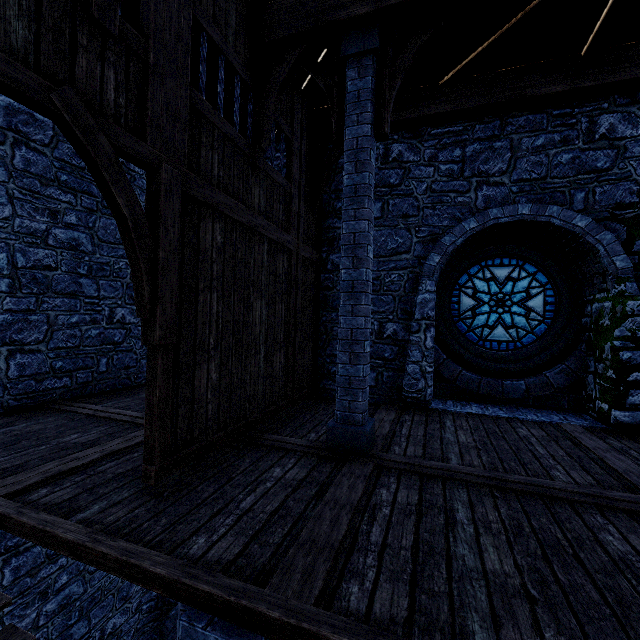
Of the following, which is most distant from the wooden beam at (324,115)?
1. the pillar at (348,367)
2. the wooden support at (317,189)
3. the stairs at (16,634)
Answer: the stairs at (16,634)

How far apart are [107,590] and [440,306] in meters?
9.8

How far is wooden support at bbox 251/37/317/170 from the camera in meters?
4.3 m

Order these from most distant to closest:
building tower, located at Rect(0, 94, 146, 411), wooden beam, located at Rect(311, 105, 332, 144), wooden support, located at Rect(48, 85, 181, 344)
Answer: wooden beam, located at Rect(311, 105, 332, 144) < building tower, located at Rect(0, 94, 146, 411) < wooden support, located at Rect(48, 85, 181, 344)

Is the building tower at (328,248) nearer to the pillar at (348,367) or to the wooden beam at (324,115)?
the wooden beam at (324,115)

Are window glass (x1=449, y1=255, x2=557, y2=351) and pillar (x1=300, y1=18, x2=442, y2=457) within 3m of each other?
no

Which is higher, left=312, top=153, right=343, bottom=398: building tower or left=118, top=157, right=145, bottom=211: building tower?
left=118, top=157, right=145, bottom=211: building tower

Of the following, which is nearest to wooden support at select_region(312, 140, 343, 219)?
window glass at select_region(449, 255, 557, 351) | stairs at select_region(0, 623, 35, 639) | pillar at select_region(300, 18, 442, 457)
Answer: pillar at select_region(300, 18, 442, 457)
